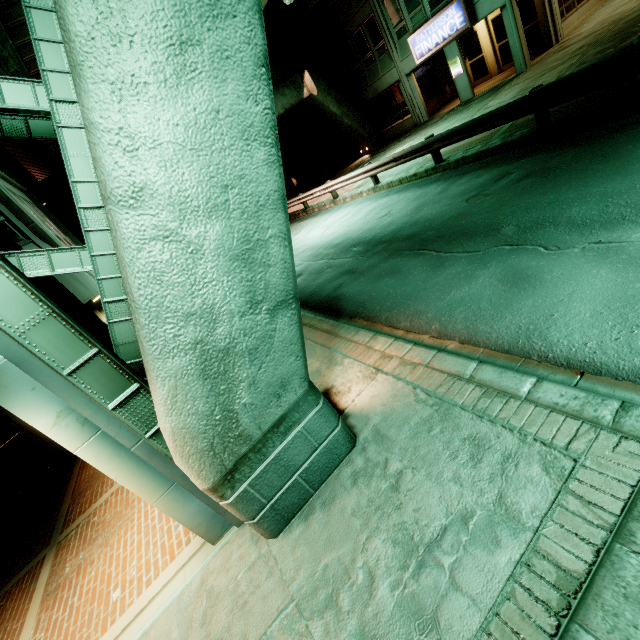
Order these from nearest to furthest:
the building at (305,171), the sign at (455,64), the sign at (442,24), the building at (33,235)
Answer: the building at (33,235)
the sign at (442,24)
the sign at (455,64)
the building at (305,171)

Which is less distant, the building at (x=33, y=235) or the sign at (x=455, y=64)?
the building at (x=33, y=235)

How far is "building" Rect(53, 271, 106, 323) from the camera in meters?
5.3

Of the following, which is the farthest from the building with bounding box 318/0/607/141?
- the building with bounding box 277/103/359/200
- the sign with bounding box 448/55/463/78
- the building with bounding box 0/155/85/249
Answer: the building with bounding box 0/155/85/249

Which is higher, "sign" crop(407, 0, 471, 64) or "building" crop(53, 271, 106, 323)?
"sign" crop(407, 0, 471, 64)

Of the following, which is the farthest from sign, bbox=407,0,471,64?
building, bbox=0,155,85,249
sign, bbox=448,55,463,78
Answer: building, bbox=0,155,85,249

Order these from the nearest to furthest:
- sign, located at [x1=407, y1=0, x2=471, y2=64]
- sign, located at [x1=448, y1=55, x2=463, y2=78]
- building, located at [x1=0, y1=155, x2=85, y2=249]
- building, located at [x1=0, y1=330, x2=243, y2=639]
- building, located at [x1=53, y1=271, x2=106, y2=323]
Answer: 1. building, located at [x1=0, y1=330, x2=243, y2=639]
2. building, located at [x1=53, y1=271, x2=106, y2=323]
3. building, located at [x1=0, y1=155, x2=85, y2=249]
4. sign, located at [x1=407, y1=0, x2=471, y2=64]
5. sign, located at [x1=448, y1=55, x2=463, y2=78]

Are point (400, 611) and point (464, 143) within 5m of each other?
no
